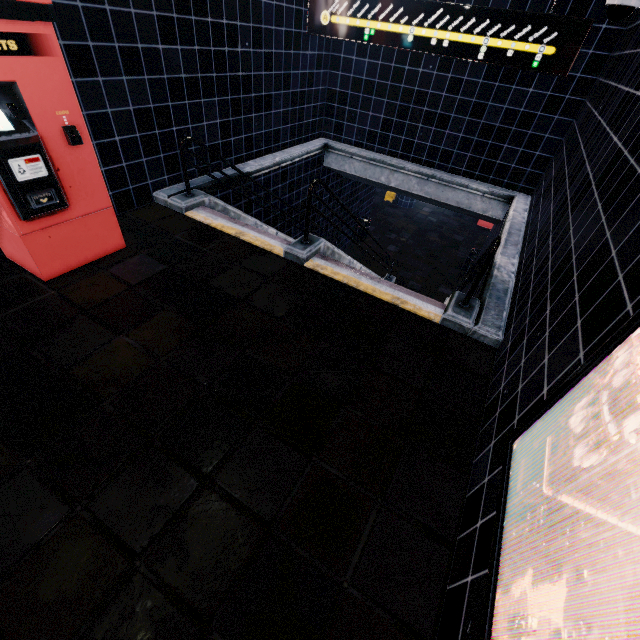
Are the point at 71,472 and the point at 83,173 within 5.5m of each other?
yes
